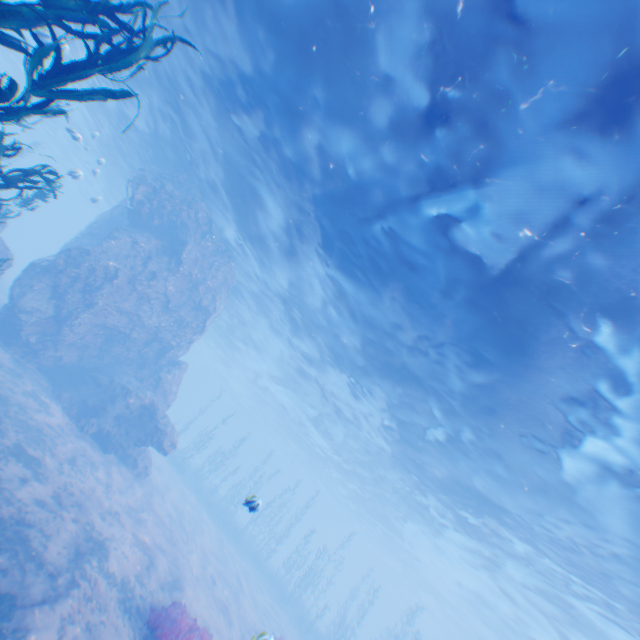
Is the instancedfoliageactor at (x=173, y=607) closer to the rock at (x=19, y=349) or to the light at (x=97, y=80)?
the rock at (x=19, y=349)

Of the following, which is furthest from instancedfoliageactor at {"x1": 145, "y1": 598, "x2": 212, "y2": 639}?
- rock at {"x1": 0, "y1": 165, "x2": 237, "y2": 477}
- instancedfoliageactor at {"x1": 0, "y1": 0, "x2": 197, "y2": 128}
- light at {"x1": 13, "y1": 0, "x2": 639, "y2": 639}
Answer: light at {"x1": 13, "y1": 0, "x2": 639, "y2": 639}

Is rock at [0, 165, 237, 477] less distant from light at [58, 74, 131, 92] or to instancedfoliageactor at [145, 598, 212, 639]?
light at [58, 74, 131, 92]

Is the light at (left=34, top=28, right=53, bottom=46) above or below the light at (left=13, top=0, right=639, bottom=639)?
below

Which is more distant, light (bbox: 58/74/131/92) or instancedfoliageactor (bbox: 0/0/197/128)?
light (bbox: 58/74/131/92)

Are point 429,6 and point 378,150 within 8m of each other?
yes

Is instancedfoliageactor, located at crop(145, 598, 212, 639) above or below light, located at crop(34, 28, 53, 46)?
below
